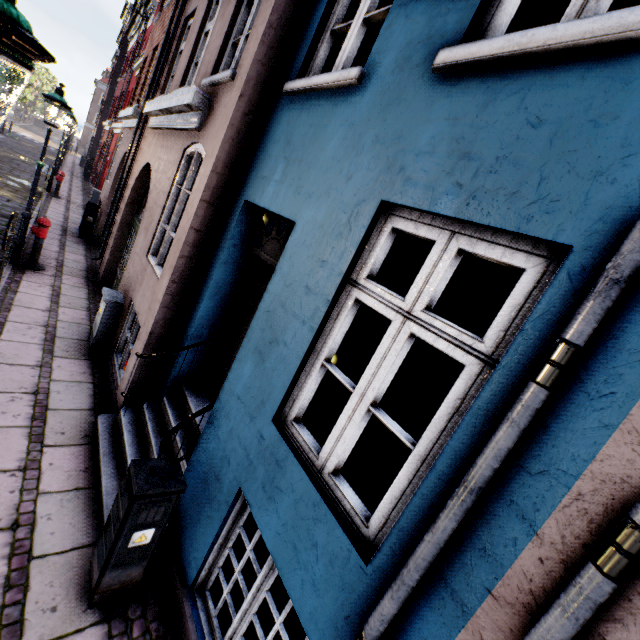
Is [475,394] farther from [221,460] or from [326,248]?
[221,460]

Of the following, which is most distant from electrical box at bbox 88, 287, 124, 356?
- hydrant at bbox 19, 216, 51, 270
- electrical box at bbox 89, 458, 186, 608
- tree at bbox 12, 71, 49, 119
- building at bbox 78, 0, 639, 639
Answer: tree at bbox 12, 71, 49, 119

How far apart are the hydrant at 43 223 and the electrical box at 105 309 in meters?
3.3

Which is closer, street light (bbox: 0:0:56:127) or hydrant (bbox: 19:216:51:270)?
street light (bbox: 0:0:56:127)

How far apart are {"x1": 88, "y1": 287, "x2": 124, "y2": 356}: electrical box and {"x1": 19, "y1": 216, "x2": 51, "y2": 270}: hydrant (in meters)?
3.26

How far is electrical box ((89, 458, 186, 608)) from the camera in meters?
2.4 m

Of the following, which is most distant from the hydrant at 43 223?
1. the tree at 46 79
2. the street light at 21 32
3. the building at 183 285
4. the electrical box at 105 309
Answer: the tree at 46 79

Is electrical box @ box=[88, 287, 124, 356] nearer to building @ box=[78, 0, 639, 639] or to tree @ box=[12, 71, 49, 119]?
building @ box=[78, 0, 639, 639]
